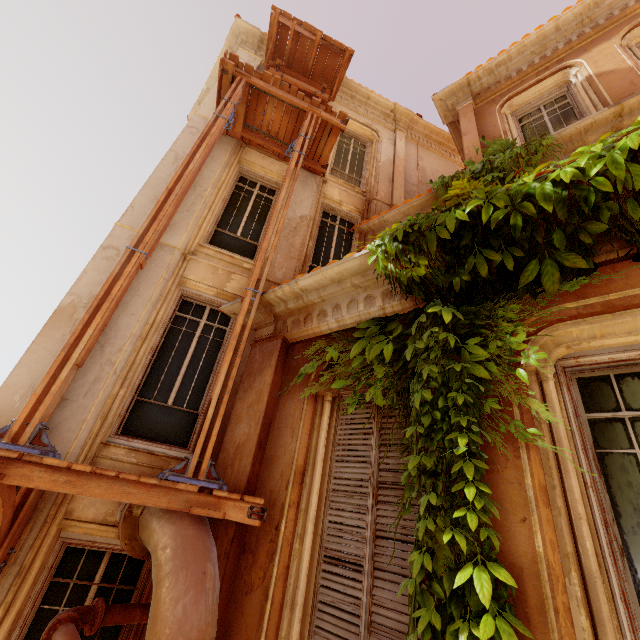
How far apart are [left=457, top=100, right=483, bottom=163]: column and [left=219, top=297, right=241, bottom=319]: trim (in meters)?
5.12

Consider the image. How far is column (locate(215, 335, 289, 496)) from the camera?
3.7m

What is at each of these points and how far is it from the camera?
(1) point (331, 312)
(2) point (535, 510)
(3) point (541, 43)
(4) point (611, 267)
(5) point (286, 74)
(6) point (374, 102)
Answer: (1) trim, 4.2 meters
(2) window, 2.1 meters
(3) trim, 7.6 meters
(4) window, 2.5 meters
(5) wood, 9.5 meters
(6) trim, 10.8 meters

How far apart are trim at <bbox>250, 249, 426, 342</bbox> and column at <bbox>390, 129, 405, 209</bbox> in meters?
5.1 m

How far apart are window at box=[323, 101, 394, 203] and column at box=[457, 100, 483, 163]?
2.0m

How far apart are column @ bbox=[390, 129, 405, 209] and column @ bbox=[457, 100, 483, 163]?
1.77m

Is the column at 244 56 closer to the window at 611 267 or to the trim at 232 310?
the trim at 232 310

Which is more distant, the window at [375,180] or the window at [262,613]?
the window at [375,180]
